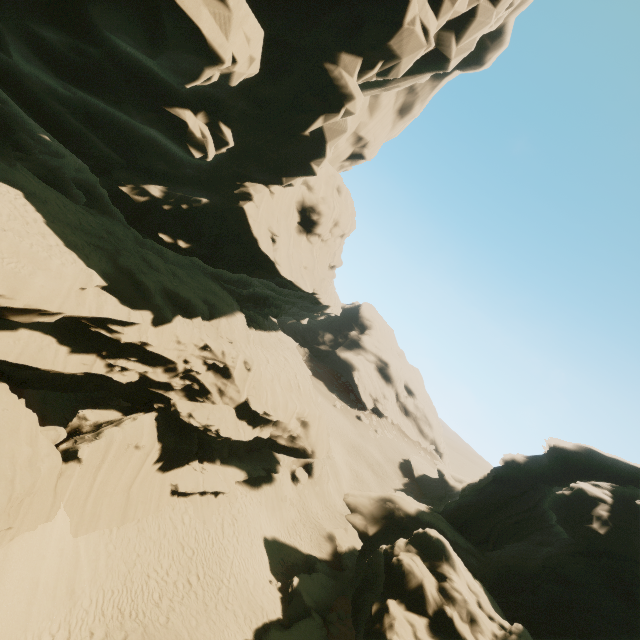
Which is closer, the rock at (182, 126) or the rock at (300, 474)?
the rock at (182, 126)

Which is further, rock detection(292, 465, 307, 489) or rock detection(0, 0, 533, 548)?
rock detection(292, 465, 307, 489)

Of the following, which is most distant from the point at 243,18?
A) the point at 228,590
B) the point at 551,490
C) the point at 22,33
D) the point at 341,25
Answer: the point at 551,490

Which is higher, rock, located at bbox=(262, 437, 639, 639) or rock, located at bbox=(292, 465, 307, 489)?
rock, located at bbox=(262, 437, 639, 639)

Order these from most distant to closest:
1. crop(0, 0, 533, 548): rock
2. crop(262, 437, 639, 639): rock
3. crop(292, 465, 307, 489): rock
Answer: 1. crop(292, 465, 307, 489): rock
2. crop(262, 437, 639, 639): rock
3. crop(0, 0, 533, 548): rock

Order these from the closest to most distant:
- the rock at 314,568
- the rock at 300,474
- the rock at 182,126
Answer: the rock at 182,126
the rock at 314,568
the rock at 300,474

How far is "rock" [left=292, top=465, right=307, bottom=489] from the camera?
29.1 meters
